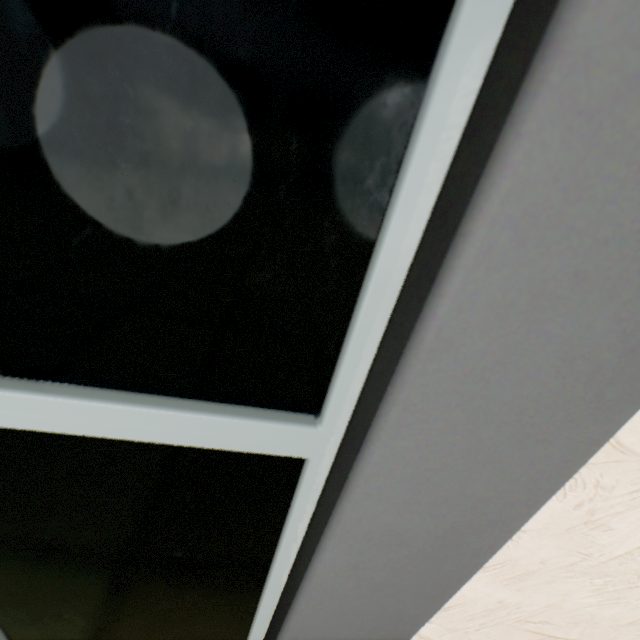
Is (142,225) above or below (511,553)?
above
